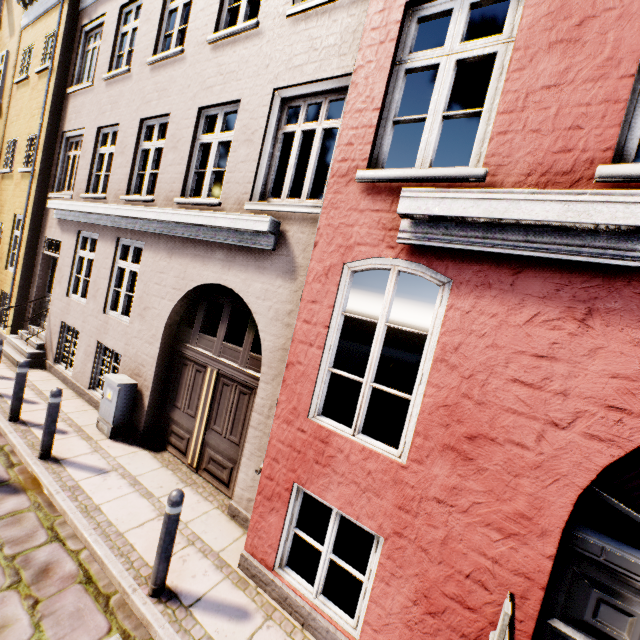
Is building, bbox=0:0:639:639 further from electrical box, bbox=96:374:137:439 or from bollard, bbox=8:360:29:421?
→ bollard, bbox=8:360:29:421

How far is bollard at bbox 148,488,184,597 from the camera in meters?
3.3 m

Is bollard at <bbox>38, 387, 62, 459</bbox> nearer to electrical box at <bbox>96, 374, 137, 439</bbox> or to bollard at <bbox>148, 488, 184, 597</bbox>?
electrical box at <bbox>96, 374, 137, 439</bbox>

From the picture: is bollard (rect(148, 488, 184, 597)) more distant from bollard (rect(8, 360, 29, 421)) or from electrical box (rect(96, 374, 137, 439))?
bollard (rect(8, 360, 29, 421))

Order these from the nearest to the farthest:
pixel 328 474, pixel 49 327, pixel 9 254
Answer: pixel 328 474 → pixel 49 327 → pixel 9 254

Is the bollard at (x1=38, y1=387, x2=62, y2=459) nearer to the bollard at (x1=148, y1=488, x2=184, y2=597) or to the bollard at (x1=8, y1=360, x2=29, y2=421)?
the bollard at (x1=8, y1=360, x2=29, y2=421)

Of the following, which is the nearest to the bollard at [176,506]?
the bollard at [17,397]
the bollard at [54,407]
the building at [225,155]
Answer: the building at [225,155]

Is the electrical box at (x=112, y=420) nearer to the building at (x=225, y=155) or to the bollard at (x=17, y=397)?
the building at (x=225, y=155)
